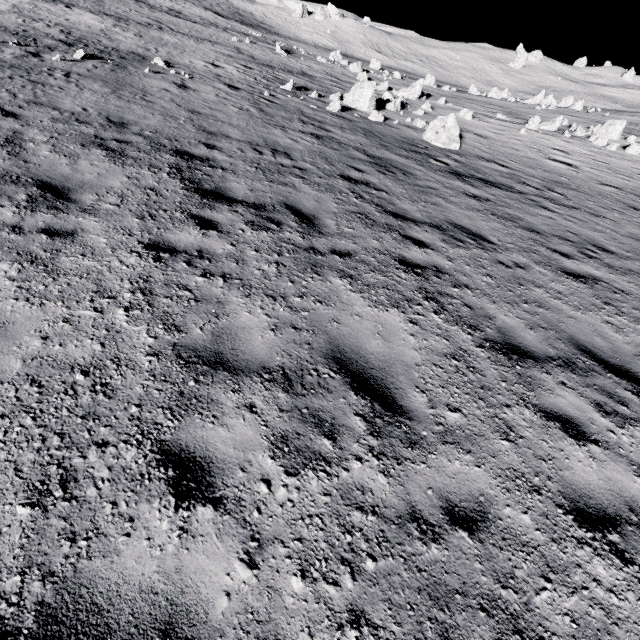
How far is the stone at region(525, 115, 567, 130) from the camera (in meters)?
22.27

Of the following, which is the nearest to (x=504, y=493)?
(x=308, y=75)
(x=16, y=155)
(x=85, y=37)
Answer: (x=16, y=155)

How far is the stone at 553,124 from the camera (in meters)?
22.27
